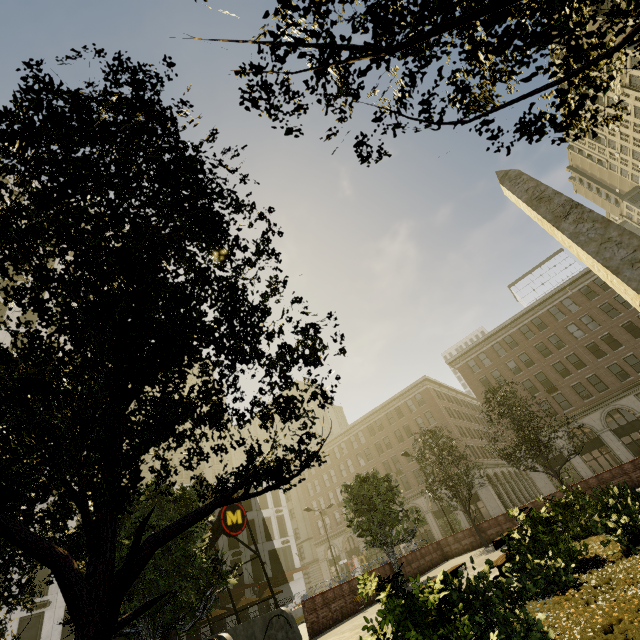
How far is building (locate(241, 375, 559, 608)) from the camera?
42.8m

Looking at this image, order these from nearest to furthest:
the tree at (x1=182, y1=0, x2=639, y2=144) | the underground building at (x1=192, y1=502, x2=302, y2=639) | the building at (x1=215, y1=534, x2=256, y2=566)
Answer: the tree at (x1=182, y1=0, x2=639, y2=144), the underground building at (x1=192, y1=502, x2=302, y2=639), the building at (x1=215, y1=534, x2=256, y2=566)

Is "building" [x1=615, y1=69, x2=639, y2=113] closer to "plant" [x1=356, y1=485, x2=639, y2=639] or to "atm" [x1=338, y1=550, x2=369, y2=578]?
"plant" [x1=356, y1=485, x2=639, y2=639]

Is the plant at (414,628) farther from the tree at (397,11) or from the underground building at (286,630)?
the underground building at (286,630)

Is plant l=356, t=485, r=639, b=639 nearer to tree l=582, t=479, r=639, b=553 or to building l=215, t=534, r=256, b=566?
tree l=582, t=479, r=639, b=553

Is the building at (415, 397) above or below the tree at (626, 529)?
above

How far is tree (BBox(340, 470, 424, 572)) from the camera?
17.9m

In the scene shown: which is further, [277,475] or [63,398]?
[277,475]
